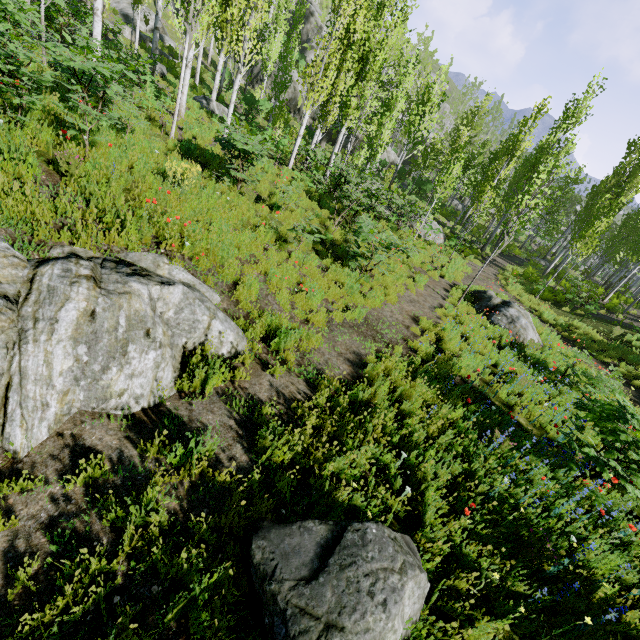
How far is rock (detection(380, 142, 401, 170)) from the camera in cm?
3473

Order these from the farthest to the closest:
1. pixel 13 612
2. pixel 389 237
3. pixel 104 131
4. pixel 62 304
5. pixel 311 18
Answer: pixel 311 18 < pixel 389 237 < pixel 104 131 < pixel 62 304 < pixel 13 612

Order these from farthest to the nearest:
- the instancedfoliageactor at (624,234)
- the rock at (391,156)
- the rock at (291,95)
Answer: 1. the rock at (291,95)
2. the rock at (391,156)
3. the instancedfoliageactor at (624,234)

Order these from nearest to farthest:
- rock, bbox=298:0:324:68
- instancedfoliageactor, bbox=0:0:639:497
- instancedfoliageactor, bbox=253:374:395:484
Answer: instancedfoliageactor, bbox=253:374:395:484
instancedfoliageactor, bbox=0:0:639:497
rock, bbox=298:0:324:68

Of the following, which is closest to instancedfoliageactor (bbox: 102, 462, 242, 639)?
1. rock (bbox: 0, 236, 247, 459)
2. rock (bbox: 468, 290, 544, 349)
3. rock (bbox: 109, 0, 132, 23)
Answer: rock (bbox: 109, 0, 132, 23)

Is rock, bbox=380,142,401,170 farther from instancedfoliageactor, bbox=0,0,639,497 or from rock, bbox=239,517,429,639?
rock, bbox=239,517,429,639

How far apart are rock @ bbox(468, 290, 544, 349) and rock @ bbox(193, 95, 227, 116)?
16.2 meters

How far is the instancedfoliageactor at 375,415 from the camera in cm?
403
